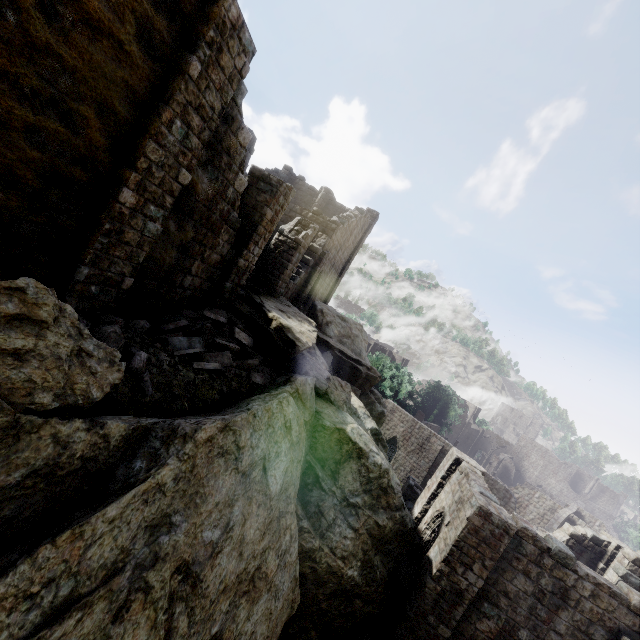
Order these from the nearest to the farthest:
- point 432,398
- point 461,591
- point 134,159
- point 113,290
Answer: point 134,159 < point 113,290 < point 461,591 < point 432,398

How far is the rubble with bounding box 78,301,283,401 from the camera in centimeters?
640cm

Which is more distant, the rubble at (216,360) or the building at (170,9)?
the rubble at (216,360)

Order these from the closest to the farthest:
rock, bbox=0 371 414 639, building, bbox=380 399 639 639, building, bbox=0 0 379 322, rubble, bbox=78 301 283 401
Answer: rock, bbox=0 371 414 639, building, bbox=0 0 379 322, rubble, bbox=78 301 283 401, building, bbox=380 399 639 639

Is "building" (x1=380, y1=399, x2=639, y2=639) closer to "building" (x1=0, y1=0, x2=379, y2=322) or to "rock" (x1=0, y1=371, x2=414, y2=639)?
"rock" (x1=0, y1=371, x2=414, y2=639)

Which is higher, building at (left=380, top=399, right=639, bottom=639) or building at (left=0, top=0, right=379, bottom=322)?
building at (left=0, top=0, right=379, bottom=322)

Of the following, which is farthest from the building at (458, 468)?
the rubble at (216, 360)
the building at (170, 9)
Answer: the rubble at (216, 360)

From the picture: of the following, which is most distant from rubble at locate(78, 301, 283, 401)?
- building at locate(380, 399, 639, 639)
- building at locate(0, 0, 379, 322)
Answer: building at locate(380, 399, 639, 639)
